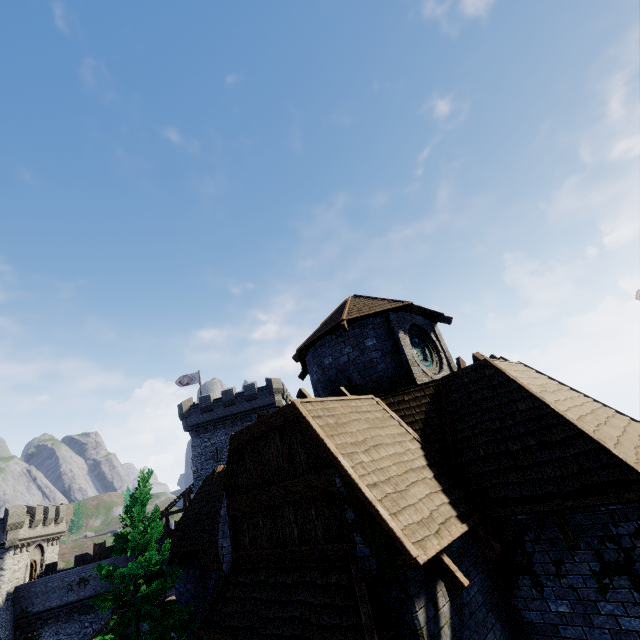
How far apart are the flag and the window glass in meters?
32.3 m

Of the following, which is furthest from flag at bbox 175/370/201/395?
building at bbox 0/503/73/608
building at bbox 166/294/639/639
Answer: building at bbox 166/294/639/639

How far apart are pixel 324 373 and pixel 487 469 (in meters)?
5.84

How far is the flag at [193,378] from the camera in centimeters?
3853cm

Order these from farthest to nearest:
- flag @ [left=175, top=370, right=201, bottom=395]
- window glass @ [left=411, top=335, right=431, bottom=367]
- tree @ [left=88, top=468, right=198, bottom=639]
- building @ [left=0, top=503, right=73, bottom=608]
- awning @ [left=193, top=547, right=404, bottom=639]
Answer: flag @ [left=175, top=370, right=201, bottom=395]
building @ [left=0, top=503, right=73, bottom=608]
tree @ [left=88, top=468, right=198, bottom=639]
window glass @ [left=411, top=335, right=431, bottom=367]
awning @ [left=193, top=547, right=404, bottom=639]

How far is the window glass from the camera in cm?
1152

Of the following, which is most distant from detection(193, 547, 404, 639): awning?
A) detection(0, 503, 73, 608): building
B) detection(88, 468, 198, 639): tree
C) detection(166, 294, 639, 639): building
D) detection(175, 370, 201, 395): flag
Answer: detection(0, 503, 73, 608): building

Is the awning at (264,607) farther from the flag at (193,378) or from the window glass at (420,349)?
the flag at (193,378)
